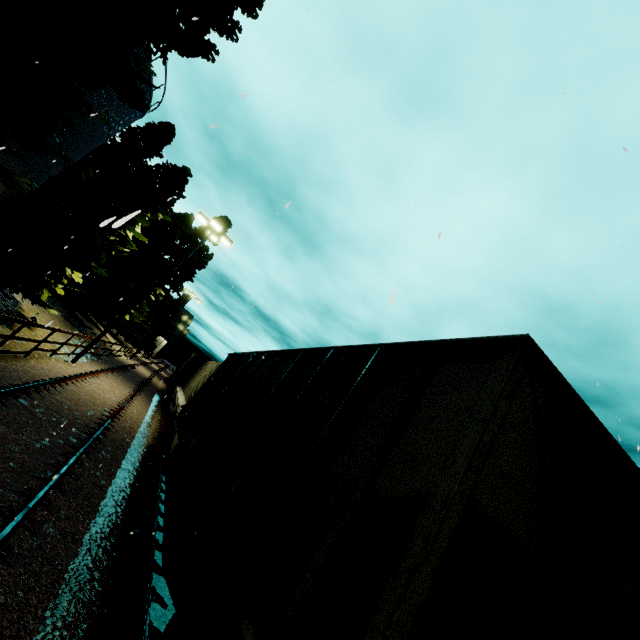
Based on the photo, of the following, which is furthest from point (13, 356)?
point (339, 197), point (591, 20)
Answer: point (591, 20)

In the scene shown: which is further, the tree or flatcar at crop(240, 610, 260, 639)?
the tree

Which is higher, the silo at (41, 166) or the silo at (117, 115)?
the silo at (117, 115)

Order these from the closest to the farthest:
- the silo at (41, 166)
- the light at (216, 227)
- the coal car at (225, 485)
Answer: the coal car at (225, 485) < the silo at (41, 166) < the light at (216, 227)

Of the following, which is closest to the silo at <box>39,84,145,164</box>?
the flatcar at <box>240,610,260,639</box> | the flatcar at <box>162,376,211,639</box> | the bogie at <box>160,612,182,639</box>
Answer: the flatcar at <box>162,376,211,639</box>

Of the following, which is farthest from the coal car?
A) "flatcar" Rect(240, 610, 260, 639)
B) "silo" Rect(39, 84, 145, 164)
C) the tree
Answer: the tree

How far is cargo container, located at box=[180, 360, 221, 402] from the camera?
15.6m

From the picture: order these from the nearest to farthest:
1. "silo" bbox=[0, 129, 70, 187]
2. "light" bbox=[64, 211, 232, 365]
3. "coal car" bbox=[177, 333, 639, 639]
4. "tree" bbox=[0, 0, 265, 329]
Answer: "coal car" bbox=[177, 333, 639, 639]
"tree" bbox=[0, 0, 265, 329]
"silo" bbox=[0, 129, 70, 187]
"light" bbox=[64, 211, 232, 365]
